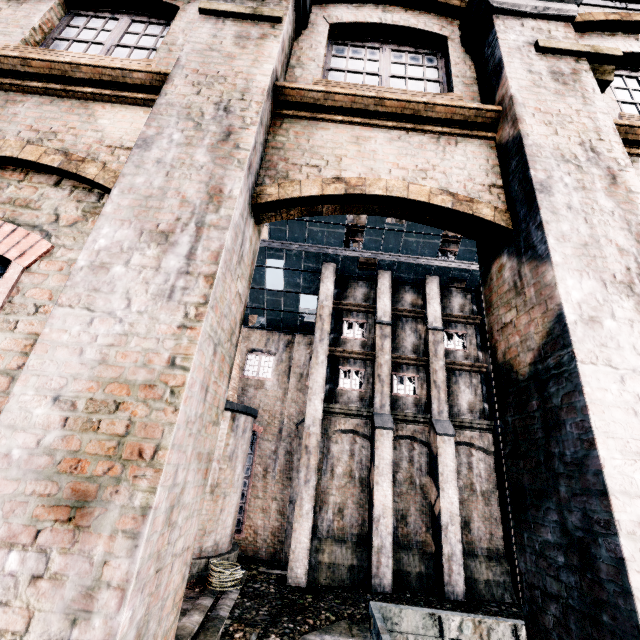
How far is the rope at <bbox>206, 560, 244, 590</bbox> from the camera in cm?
1255

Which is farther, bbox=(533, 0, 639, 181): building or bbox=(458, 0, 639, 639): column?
bbox=(533, 0, 639, 181): building

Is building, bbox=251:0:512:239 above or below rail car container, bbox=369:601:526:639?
above

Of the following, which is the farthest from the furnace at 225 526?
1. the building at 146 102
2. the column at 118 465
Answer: the column at 118 465

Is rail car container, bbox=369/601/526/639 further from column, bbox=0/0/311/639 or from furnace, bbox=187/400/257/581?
furnace, bbox=187/400/257/581

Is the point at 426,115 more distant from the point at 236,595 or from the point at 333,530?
the point at 333,530

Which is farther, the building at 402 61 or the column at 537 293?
the building at 402 61

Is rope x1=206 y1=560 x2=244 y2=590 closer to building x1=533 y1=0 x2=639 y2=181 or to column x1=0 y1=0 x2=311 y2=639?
building x1=533 y1=0 x2=639 y2=181
